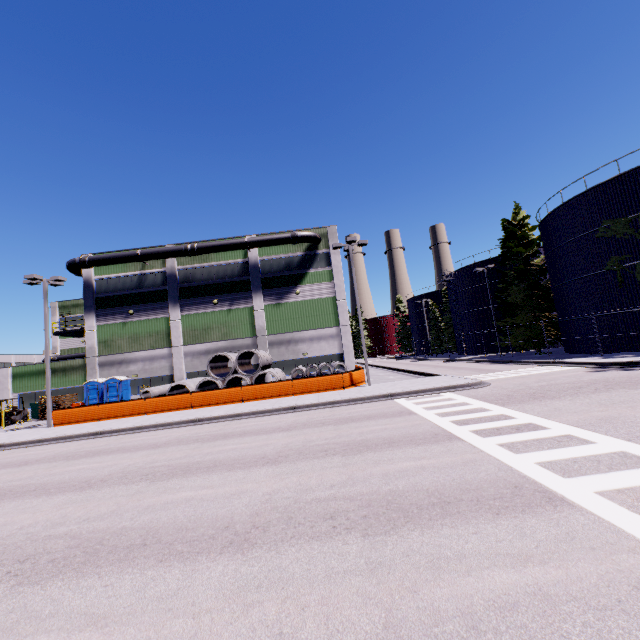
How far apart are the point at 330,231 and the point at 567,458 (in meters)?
28.00

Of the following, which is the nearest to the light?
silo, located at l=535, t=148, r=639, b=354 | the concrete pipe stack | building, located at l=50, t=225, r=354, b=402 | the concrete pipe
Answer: building, located at l=50, t=225, r=354, b=402

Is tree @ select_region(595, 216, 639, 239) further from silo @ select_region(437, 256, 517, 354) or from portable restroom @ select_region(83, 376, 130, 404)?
portable restroom @ select_region(83, 376, 130, 404)

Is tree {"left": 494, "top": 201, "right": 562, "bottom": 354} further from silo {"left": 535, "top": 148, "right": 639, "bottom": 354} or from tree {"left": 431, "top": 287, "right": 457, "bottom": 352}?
tree {"left": 431, "top": 287, "right": 457, "bottom": 352}

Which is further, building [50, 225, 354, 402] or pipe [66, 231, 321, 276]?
building [50, 225, 354, 402]

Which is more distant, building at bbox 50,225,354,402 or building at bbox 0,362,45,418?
building at bbox 50,225,354,402

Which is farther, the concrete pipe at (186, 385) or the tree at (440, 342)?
the tree at (440, 342)

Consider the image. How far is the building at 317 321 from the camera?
30.2 meters
